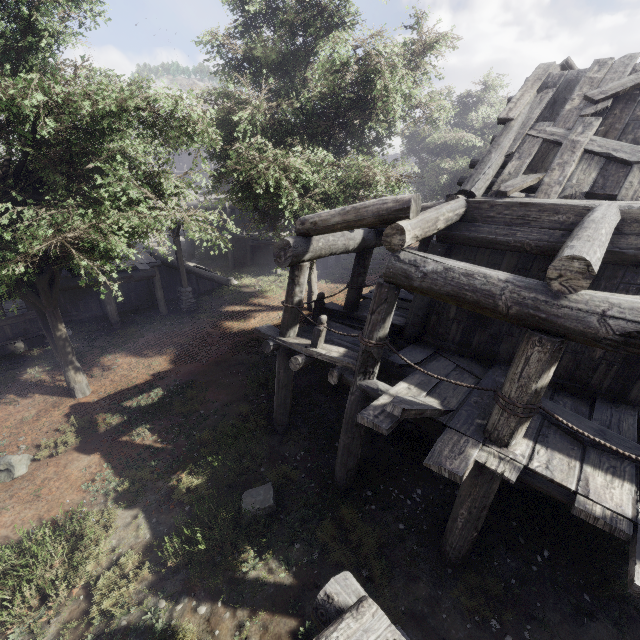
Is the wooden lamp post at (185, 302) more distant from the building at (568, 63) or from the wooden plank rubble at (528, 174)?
the wooden plank rubble at (528, 174)

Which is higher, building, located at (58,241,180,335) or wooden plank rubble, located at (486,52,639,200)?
wooden plank rubble, located at (486,52,639,200)

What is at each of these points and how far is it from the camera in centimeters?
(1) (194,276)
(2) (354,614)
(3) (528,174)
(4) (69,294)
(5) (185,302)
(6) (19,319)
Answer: (1) building, 1977cm
(2) building, 255cm
(3) wooden plank rubble, 638cm
(4) building, 1595cm
(5) wooden lamp post, 1716cm
(6) building, 1340cm

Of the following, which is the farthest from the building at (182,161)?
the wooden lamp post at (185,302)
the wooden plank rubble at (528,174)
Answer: the wooden lamp post at (185,302)

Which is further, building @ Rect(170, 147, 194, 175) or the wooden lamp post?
building @ Rect(170, 147, 194, 175)

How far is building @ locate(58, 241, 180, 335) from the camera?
15.0 meters

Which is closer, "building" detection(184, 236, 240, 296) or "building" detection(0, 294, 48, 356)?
"building" detection(0, 294, 48, 356)

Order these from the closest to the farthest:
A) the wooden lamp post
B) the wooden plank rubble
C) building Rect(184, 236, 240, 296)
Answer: the wooden plank rubble < the wooden lamp post < building Rect(184, 236, 240, 296)
